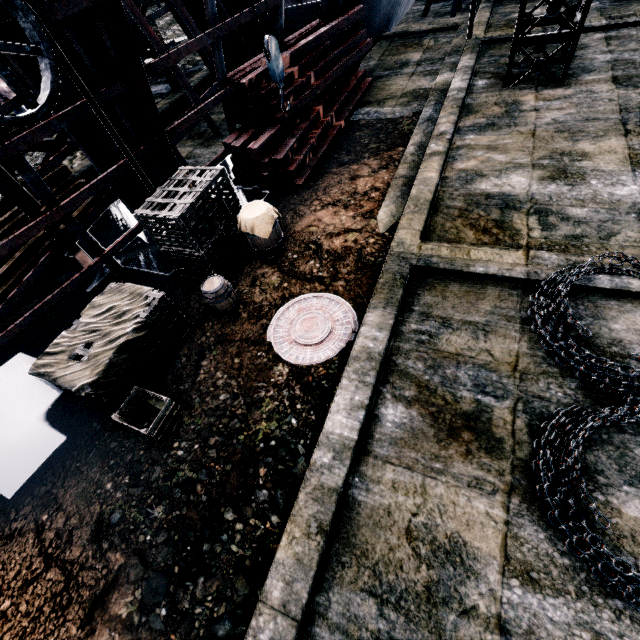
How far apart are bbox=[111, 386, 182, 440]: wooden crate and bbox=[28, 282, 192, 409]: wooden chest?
0.2m

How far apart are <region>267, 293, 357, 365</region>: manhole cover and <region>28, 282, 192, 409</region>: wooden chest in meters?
1.8 m

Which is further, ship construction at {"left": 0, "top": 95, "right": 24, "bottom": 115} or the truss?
the truss

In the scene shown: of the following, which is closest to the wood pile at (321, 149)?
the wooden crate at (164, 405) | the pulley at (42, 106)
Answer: the pulley at (42, 106)

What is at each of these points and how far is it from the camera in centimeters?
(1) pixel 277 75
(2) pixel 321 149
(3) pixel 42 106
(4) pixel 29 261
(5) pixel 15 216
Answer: (1) pulley hook, 778cm
(2) wood pile, 1020cm
(3) pulley, 451cm
(4) wood pile, 891cm
(5) wood pile, 884cm

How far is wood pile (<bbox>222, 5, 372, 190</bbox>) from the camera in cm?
905

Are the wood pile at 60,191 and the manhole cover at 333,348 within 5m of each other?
no

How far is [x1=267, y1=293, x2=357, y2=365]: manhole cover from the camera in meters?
5.8 m
